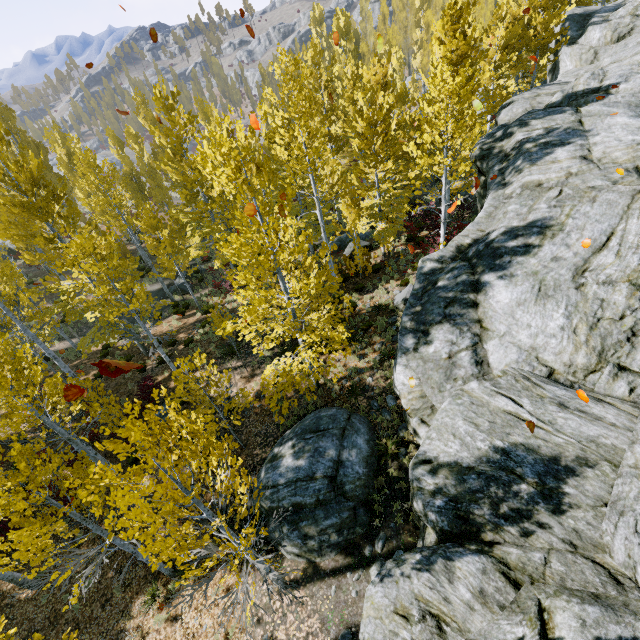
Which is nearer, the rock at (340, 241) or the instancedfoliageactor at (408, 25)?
the instancedfoliageactor at (408, 25)

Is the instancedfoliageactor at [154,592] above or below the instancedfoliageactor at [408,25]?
below

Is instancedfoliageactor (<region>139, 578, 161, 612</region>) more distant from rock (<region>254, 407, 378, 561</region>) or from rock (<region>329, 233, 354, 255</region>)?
rock (<region>329, 233, 354, 255</region>)

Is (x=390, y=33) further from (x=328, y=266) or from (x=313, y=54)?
(x=328, y=266)

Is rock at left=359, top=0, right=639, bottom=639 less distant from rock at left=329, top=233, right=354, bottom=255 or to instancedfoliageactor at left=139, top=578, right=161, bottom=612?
instancedfoliageactor at left=139, top=578, right=161, bottom=612

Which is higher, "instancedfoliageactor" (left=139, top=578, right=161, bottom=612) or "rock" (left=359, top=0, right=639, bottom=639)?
"rock" (left=359, top=0, right=639, bottom=639)

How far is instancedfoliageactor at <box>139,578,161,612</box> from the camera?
8.9m
